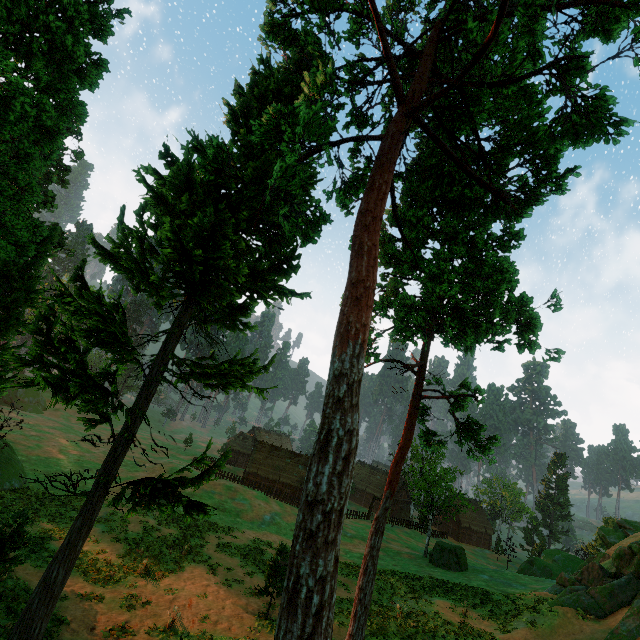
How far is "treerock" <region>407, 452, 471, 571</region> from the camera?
34.78m

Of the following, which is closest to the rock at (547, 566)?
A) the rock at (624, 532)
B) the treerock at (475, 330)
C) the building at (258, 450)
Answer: the rock at (624, 532)

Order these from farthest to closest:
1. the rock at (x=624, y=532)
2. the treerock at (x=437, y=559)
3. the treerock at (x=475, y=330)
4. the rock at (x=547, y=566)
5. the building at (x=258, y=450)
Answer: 1. the building at (x=258, y=450)
2. the treerock at (x=437, y=559)
3. the rock at (x=624, y=532)
4. the rock at (x=547, y=566)
5. the treerock at (x=475, y=330)

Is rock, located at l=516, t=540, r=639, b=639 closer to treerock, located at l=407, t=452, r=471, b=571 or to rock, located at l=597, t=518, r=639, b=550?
rock, located at l=597, t=518, r=639, b=550

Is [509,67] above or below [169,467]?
above

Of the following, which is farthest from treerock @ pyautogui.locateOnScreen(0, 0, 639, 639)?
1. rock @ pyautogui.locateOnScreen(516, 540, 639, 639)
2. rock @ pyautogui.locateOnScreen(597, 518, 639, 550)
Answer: rock @ pyautogui.locateOnScreen(516, 540, 639, 639)

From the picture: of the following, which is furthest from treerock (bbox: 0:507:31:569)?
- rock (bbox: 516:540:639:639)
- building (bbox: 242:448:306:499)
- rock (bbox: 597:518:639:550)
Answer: rock (bbox: 516:540:639:639)

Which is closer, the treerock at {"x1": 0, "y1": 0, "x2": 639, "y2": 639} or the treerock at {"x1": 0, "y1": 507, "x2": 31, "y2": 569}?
the treerock at {"x1": 0, "y1": 0, "x2": 639, "y2": 639}
